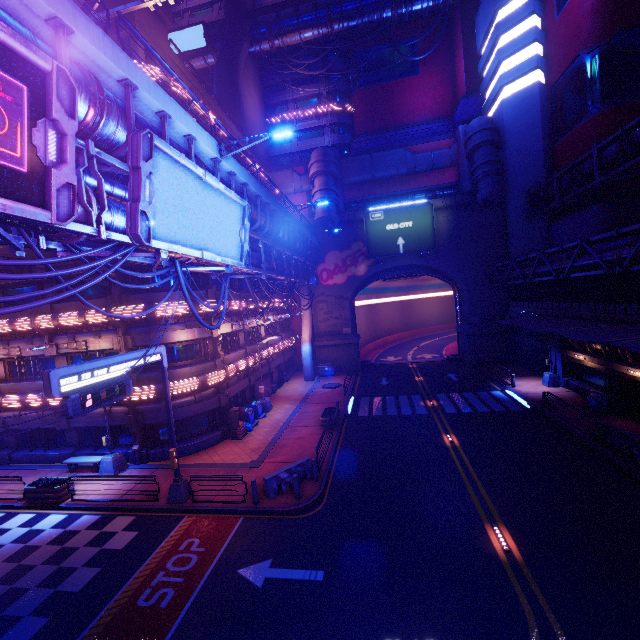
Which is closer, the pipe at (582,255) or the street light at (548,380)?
the pipe at (582,255)

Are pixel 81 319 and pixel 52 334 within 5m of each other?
yes

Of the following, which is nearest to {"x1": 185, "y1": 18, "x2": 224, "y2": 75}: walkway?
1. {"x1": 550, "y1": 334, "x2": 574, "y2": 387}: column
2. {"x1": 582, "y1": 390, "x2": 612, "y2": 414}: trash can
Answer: {"x1": 550, "y1": 334, "x2": 574, "y2": 387}: column

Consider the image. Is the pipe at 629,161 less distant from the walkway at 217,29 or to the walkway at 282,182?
the walkway at 282,182

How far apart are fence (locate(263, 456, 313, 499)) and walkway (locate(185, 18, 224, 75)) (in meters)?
52.44

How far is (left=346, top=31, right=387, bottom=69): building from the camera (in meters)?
45.34

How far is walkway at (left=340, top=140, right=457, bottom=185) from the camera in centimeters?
3666cm

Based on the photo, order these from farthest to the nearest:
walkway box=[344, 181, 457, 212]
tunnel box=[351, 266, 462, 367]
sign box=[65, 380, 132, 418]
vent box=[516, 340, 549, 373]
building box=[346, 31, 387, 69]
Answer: building box=[346, 31, 387, 69] < tunnel box=[351, 266, 462, 367] < walkway box=[344, 181, 457, 212] < vent box=[516, 340, 549, 373] < sign box=[65, 380, 132, 418]
